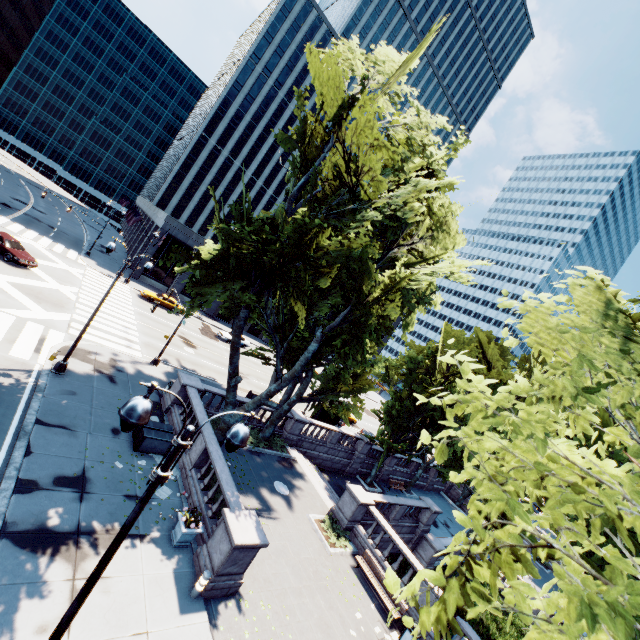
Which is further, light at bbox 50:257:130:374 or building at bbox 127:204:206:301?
building at bbox 127:204:206:301

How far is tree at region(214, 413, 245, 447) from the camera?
16.6m

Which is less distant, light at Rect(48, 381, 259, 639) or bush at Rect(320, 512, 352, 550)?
light at Rect(48, 381, 259, 639)

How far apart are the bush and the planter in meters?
7.7

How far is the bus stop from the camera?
32.7 meters

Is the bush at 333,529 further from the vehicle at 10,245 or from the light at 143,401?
the vehicle at 10,245

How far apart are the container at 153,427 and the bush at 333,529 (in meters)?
8.84

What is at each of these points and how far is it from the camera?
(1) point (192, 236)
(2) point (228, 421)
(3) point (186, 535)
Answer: (1) building, 45.44m
(2) tree, 16.67m
(3) planter, 11.45m
